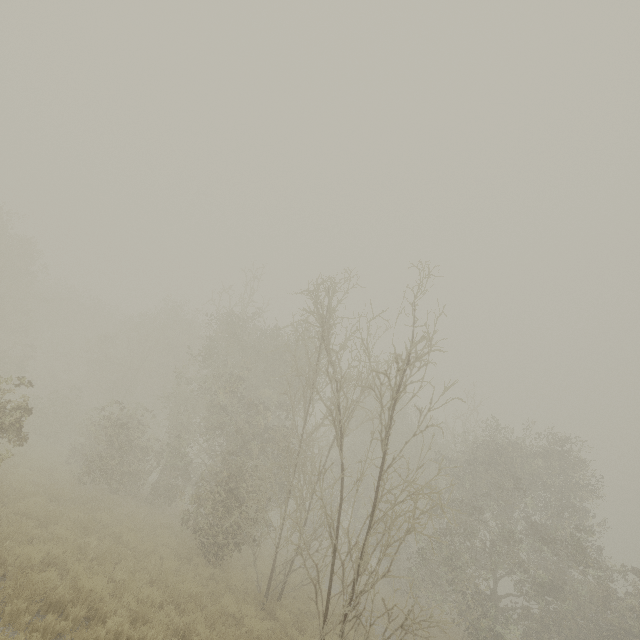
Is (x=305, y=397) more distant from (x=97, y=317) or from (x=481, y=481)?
(x=97, y=317)
